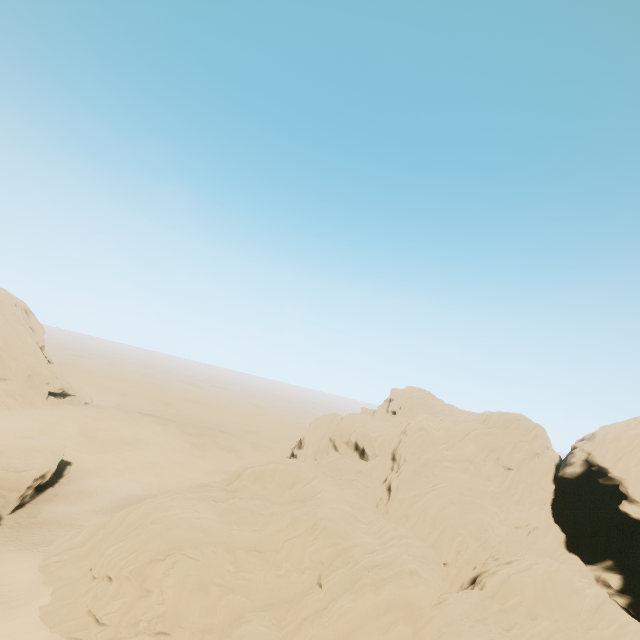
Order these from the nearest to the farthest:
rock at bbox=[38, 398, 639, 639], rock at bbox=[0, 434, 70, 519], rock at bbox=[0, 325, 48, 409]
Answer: rock at bbox=[38, 398, 639, 639] → rock at bbox=[0, 434, 70, 519] → rock at bbox=[0, 325, 48, 409]

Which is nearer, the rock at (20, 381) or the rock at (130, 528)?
the rock at (130, 528)

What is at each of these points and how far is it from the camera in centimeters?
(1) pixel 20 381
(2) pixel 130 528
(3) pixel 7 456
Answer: (1) rock, 5862cm
(2) rock, 2991cm
(3) rock, 3966cm

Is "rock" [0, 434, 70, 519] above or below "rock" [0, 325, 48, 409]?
below

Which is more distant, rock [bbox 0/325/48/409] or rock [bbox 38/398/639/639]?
rock [bbox 0/325/48/409]

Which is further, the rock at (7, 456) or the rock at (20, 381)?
the rock at (20, 381)

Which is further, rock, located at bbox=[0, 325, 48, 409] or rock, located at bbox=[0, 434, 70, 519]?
rock, located at bbox=[0, 325, 48, 409]
